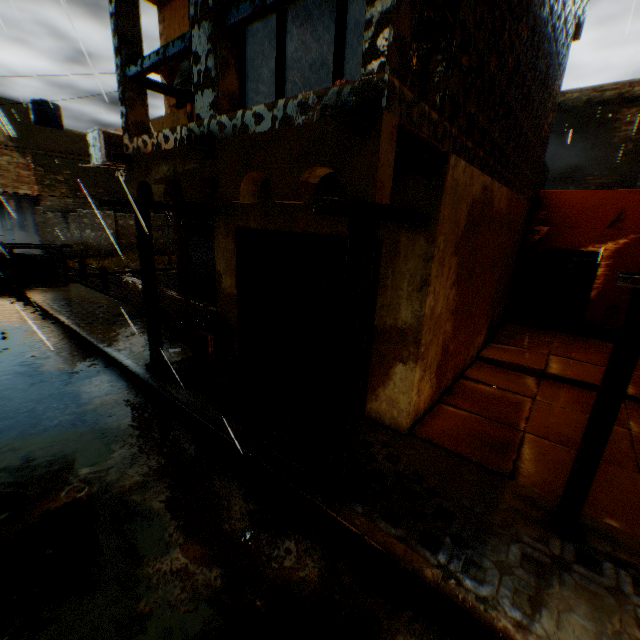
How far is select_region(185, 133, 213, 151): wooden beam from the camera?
3.7m

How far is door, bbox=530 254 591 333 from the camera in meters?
9.4 m

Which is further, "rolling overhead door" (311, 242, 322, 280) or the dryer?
the dryer

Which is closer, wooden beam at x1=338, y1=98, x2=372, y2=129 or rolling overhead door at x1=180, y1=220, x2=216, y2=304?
wooden beam at x1=338, y1=98, x2=372, y2=129

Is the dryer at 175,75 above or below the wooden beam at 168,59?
above

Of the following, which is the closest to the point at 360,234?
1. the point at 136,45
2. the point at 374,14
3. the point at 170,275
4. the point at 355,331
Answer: the point at 355,331

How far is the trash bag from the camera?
7.1 meters

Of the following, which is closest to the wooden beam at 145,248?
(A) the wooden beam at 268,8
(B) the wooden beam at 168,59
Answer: (B) the wooden beam at 168,59
